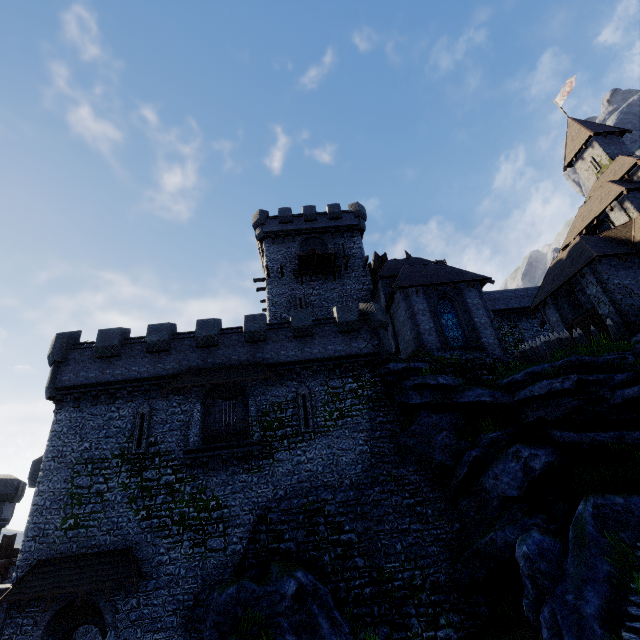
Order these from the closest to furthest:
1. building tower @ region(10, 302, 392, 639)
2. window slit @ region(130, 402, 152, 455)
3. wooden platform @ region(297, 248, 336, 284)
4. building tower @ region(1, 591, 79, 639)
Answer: building tower @ region(1, 591, 79, 639), building tower @ region(10, 302, 392, 639), window slit @ region(130, 402, 152, 455), wooden platform @ region(297, 248, 336, 284)

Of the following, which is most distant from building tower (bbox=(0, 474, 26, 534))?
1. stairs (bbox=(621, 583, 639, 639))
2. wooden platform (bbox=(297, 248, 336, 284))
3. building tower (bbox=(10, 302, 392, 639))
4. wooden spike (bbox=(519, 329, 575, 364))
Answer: wooden spike (bbox=(519, 329, 575, 364))

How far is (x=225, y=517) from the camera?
16.3m

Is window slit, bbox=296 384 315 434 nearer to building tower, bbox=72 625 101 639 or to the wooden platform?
building tower, bbox=72 625 101 639

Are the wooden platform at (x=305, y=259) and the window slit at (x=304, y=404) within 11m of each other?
no

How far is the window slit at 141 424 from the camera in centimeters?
1756cm

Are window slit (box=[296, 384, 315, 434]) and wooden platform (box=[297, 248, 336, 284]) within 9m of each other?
no

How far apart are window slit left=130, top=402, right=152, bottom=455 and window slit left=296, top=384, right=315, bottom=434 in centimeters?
829cm
